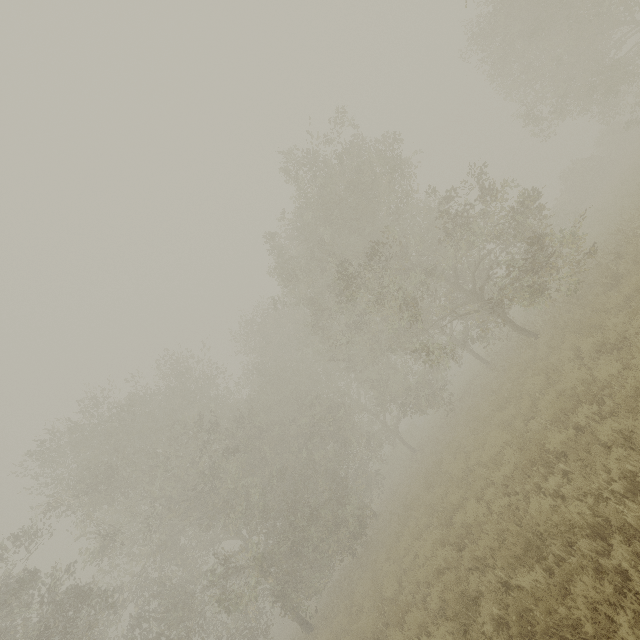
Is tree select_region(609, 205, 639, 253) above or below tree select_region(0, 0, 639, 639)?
below

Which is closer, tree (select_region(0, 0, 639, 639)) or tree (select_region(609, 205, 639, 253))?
tree (select_region(609, 205, 639, 253))

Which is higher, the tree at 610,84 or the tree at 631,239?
the tree at 610,84

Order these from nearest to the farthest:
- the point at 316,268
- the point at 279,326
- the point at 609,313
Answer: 1. the point at 609,313
2. the point at 316,268
3. the point at 279,326

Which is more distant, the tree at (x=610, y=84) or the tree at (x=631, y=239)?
the tree at (x=610, y=84)
